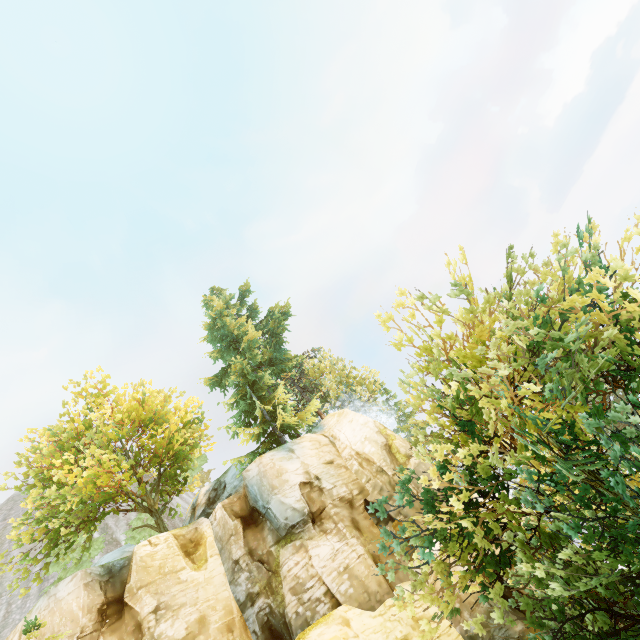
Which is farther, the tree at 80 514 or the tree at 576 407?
the tree at 80 514

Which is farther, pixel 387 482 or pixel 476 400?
pixel 387 482

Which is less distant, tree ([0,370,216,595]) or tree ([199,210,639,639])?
tree ([199,210,639,639])
